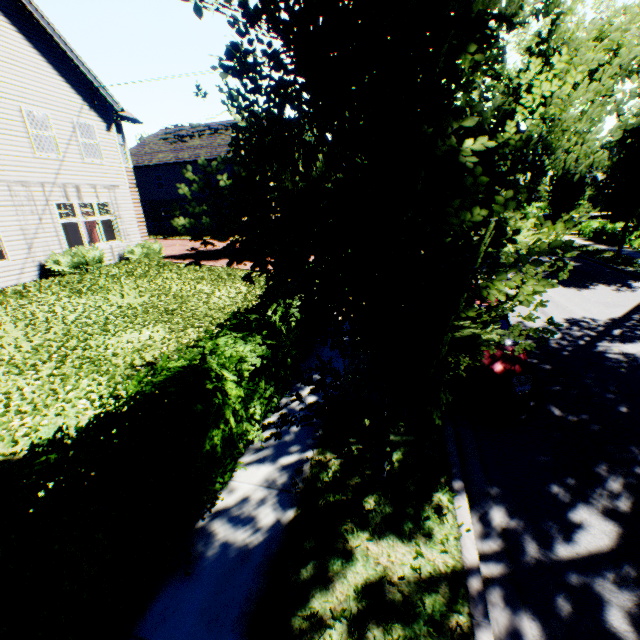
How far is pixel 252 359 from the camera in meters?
4.8 m

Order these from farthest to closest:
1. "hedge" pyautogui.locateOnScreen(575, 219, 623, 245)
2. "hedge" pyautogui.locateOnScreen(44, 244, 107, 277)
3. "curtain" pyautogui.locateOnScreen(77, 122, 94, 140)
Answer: "hedge" pyautogui.locateOnScreen(575, 219, 623, 245) → "curtain" pyautogui.locateOnScreen(77, 122, 94, 140) → "hedge" pyautogui.locateOnScreen(44, 244, 107, 277)

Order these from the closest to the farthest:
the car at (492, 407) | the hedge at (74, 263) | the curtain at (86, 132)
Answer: the car at (492, 407) → the hedge at (74, 263) → the curtain at (86, 132)

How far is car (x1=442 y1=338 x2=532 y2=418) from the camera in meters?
5.2 m

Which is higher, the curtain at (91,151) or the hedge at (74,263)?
the curtain at (91,151)

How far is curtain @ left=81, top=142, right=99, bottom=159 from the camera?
14.2m

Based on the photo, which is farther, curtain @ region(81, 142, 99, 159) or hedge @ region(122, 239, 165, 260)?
hedge @ region(122, 239, 165, 260)
